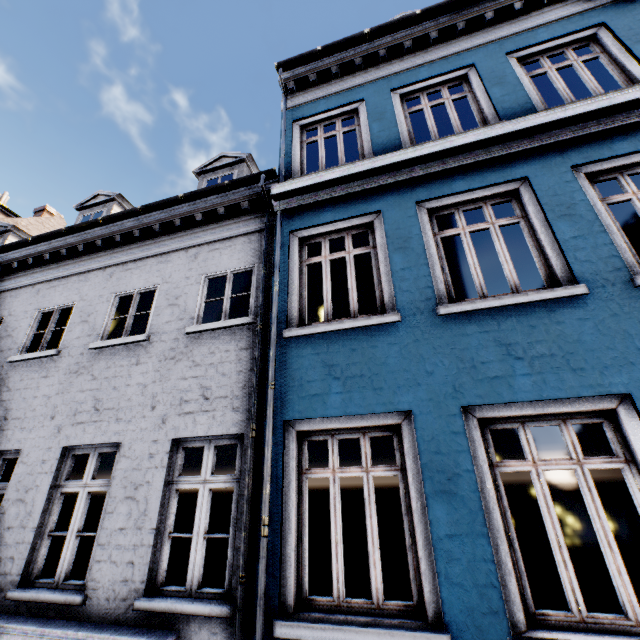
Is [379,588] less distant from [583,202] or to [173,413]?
[173,413]
